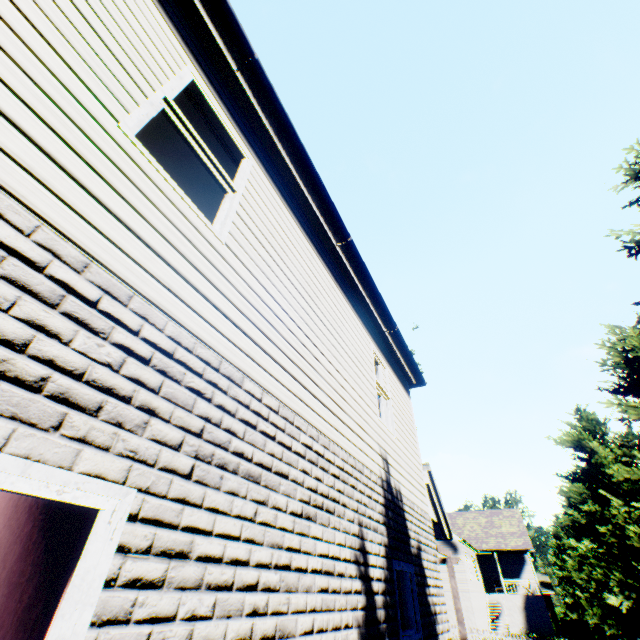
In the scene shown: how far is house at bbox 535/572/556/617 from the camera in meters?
42.1 m

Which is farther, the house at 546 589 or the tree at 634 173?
the house at 546 589

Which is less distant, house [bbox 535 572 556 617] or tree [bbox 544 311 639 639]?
tree [bbox 544 311 639 639]

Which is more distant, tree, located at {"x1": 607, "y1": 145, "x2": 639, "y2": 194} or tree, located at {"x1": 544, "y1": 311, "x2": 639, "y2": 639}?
tree, located at {"x1": 544, "y1": 311, "x2": 639, "y2": 639}

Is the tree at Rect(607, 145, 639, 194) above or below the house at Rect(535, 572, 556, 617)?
above

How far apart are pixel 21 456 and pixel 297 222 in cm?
399

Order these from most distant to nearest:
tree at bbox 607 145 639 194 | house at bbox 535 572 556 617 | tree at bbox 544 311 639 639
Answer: house at bbox 535 572 556 617, tree at bbox 544 311 639 639, tree at bbox 607 145 639 194
